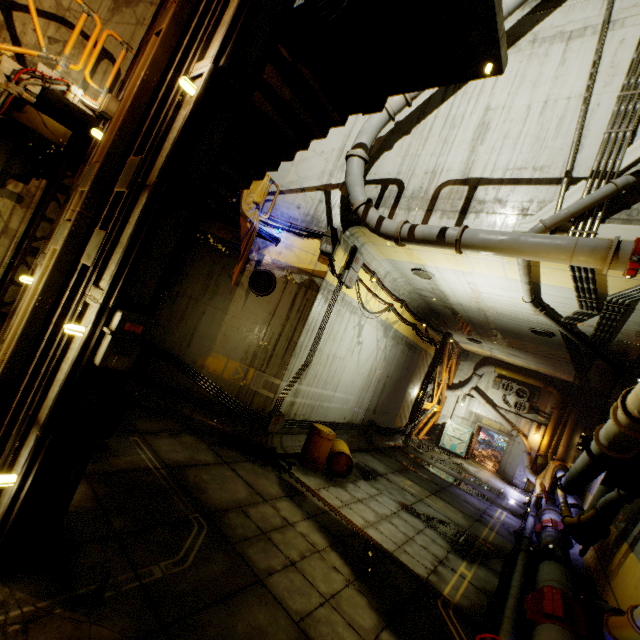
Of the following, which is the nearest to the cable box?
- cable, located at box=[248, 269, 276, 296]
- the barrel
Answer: cable, located at box=[248, 269, 276, 296]

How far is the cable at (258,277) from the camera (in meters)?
9.59

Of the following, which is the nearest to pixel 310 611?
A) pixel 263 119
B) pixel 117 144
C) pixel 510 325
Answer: pixel 117 144

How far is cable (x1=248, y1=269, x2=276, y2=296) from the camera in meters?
9.6

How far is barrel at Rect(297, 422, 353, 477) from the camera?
9.31m

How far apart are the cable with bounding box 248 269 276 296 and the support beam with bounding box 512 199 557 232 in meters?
6.2 m

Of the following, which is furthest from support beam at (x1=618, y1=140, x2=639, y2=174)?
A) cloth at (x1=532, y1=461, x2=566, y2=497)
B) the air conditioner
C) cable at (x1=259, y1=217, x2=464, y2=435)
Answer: the air conditioner

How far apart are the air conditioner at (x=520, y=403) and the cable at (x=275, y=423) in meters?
17.5
